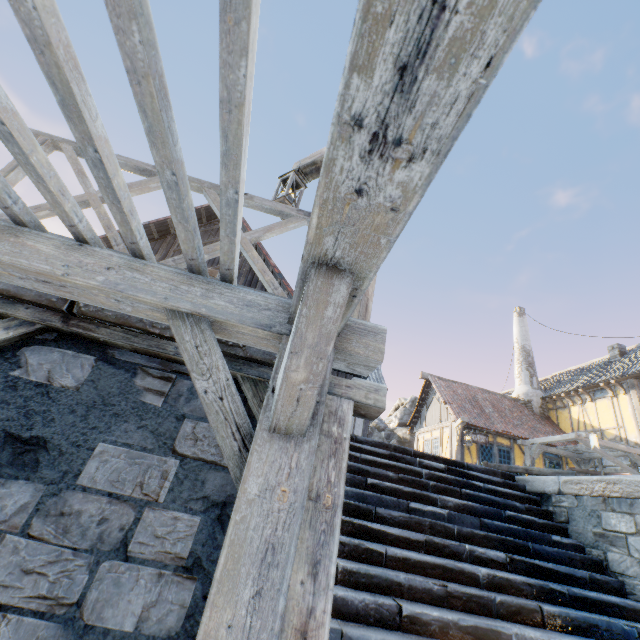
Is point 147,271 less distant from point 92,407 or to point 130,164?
point 92,407

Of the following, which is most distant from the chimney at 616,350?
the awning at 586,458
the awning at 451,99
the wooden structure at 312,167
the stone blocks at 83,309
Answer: the awning at 451,99

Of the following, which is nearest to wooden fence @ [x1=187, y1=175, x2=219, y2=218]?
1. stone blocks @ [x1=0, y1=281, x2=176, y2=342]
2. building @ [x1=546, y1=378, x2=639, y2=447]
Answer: stone blocks @ [x1=0, y1=281, x2=176, y2=342]

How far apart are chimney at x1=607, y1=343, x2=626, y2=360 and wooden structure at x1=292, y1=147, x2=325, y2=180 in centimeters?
1946cm

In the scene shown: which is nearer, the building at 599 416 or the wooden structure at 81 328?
the wooden structure at 81 328

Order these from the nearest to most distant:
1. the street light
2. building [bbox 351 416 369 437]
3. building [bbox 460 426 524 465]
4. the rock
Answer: the street light
building [bbox 351 416 369 437]
building [bbox 460 426 524 465]
the rock

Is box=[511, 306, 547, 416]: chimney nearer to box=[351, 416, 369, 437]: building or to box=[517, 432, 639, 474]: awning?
box=[517, 432, 639, 474]: awning

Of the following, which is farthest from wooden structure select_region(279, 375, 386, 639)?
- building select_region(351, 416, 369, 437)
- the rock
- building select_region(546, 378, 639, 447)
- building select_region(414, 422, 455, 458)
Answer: building select_region(546, 378, 639, 447)
